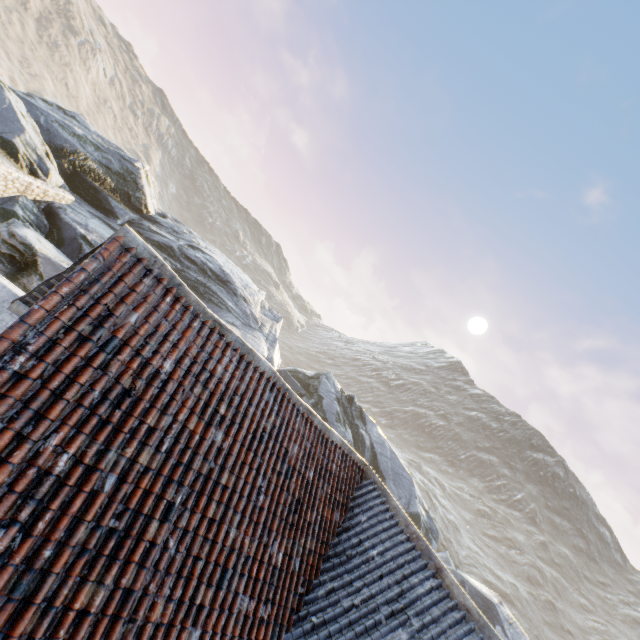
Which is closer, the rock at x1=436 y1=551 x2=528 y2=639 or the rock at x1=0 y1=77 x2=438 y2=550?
the rock at x1=0 y1=77 x2=438 y2=550

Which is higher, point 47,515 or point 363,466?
point 363,466

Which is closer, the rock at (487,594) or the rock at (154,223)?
the rock at (154,223)
